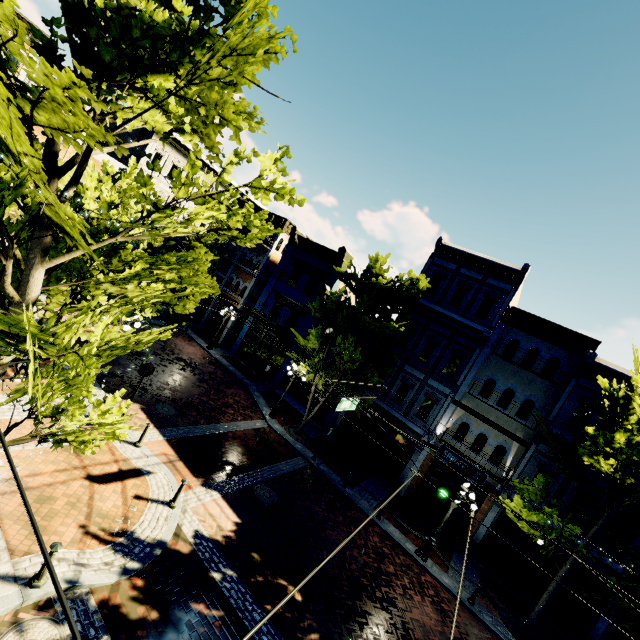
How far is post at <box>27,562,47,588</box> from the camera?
5.95m

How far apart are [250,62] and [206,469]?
12.24m

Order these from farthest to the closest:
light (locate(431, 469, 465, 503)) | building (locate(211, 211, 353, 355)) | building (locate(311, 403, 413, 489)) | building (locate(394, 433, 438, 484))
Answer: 1. building (locate(211, 211, 353, 355))
2. building (locate(311, 403, 413, 489))
3. building (locate(394, 433, 438, 484))
4. light (locate(431, 469, 465, 503))

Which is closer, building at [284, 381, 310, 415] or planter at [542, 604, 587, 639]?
planter at [542, 604, 587, 639]

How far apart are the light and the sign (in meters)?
9.87

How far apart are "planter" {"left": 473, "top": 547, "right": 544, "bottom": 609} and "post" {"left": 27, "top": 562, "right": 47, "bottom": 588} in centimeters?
1704cm

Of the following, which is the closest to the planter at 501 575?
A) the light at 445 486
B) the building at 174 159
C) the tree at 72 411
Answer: the building at 174 159

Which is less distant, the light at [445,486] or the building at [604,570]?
the light at [445,486]
